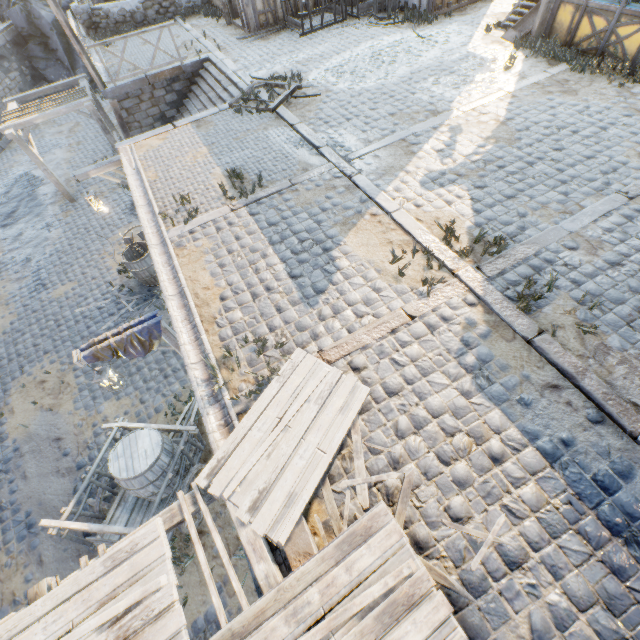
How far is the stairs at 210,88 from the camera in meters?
10.5

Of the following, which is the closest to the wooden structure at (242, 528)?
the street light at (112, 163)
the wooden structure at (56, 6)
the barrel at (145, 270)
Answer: the barrel at (145, 270)

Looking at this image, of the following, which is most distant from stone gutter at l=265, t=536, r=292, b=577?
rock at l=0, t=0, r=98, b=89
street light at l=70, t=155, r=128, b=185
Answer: rock at l=0, t=0, r=98, b=89

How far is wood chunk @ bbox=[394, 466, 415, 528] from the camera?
3.38m

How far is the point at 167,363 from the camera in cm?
870

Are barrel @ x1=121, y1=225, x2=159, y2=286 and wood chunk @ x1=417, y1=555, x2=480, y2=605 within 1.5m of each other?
no

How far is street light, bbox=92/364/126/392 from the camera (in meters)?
5.78
